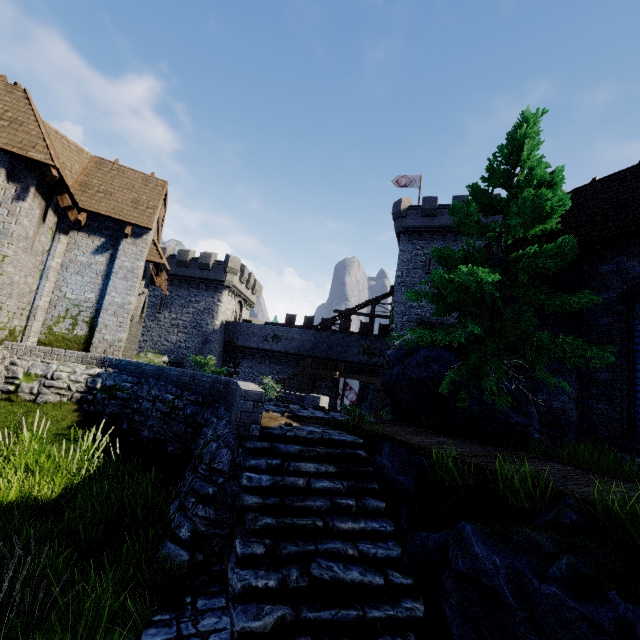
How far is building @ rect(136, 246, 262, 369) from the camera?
33.3 meters

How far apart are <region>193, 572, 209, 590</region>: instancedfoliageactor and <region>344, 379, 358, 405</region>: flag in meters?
21.9

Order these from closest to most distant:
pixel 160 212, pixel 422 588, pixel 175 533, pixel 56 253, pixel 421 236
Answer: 1. pixel 422 588
2. pixel 175 533
3. pixel 56 253
4. pixel 160 212
5. pixel 421 236

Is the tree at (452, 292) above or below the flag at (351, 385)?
above

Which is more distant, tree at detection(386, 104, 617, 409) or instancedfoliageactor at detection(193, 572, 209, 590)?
tree at detection(386, 104, 617, 409)

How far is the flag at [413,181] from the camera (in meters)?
32.00

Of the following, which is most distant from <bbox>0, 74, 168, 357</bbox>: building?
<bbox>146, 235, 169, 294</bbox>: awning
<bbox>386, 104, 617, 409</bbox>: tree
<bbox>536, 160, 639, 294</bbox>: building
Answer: <bbox>536, 160, 639, 294</bbox>: building

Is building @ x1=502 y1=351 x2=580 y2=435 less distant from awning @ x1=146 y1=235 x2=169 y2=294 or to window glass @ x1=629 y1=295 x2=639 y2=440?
window glass @ x1=629 y1=295 x2=639 y2=440
